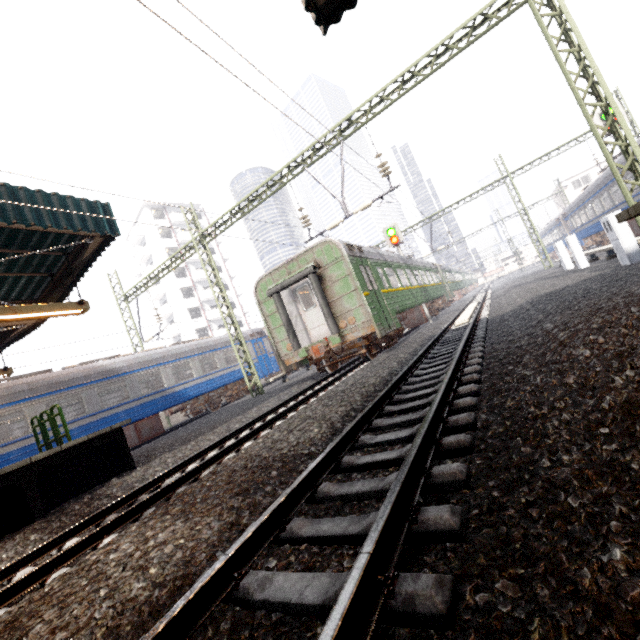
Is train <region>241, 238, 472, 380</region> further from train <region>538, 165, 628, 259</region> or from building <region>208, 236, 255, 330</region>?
building <region>208, 236, 255, 330</region>

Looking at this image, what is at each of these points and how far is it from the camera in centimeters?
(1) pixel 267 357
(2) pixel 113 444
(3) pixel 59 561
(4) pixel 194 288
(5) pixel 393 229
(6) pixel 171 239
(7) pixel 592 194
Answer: (1) train, 2231cm
(2) platform underside, 775cm
(3) train track, 357cm
(4) building, 4478cm
(5) traffic signal, 1775cm
(6) building, 4516cm
(7) train, 2070cm

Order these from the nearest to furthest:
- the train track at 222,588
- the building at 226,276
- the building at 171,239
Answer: the train track at 222,588 → the building at 171,239 → the building at 226,276

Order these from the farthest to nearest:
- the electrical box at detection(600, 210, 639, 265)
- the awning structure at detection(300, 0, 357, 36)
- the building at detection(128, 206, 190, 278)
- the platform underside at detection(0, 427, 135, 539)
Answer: the building at detection(128, 206, 190, 278)
the electrical box at detection(600, 210, 639, 265)
the platform underside at detection(0, 427, 135, 539)
the awning structure at detection(300, 0, 357, 36)

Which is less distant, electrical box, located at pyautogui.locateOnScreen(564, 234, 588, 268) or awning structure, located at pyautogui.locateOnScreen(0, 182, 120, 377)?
awning structure, located at pyautogui.locateOnScreen(0, 182, 120, 377)

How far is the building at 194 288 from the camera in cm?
4328

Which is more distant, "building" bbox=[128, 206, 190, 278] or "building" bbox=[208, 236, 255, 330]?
"building" bbox=[208, 236, 255, 330]
